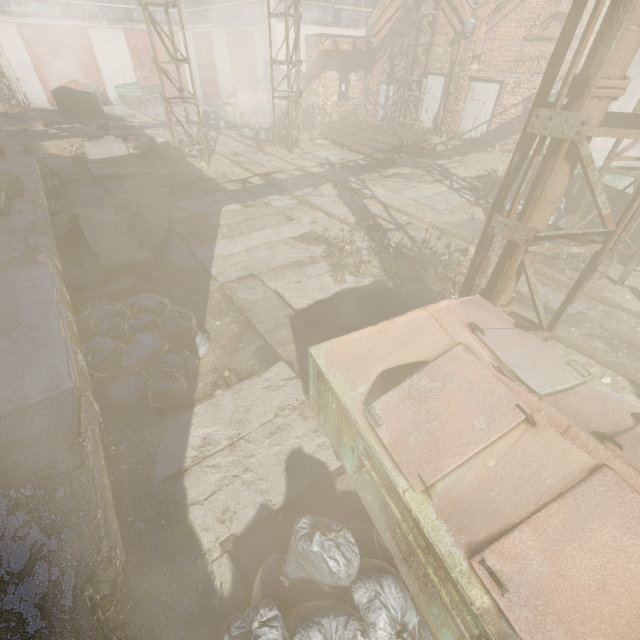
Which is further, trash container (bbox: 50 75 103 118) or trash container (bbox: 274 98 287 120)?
trash container (bbox: 50 75 103 118)

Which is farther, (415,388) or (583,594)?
(415,388)

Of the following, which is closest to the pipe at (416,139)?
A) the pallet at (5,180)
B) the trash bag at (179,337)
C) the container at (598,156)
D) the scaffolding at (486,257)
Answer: the container at (598,156)

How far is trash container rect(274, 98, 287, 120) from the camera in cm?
1652

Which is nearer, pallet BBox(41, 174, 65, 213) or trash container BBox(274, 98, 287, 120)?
pallet BBox(41, 174, 65, 213)

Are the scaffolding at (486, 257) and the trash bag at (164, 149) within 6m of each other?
no

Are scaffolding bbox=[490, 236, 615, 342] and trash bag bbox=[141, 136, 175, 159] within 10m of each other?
no

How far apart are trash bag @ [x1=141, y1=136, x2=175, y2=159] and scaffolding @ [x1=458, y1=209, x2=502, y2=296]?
12.23m
